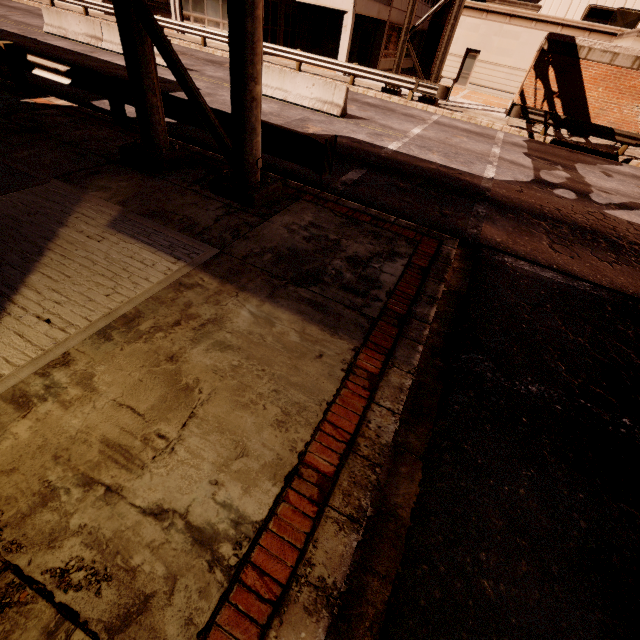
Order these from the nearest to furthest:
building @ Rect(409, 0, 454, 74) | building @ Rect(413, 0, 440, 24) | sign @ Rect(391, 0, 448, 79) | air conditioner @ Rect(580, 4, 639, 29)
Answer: sign @ Rect(391, 0, 448, 79), air conditioner @ Rect(580, 4, 639, 29), building @ Rect(409, 0, 454, 74), building @ Rect(413, 0, 440, 24)

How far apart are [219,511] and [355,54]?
32.72m

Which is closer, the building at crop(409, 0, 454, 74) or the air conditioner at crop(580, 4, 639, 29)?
the air conditioner at crop(580, 4, 639, 29)

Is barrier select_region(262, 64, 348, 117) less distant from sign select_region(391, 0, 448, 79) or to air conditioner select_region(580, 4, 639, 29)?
sign select_region(391, 0, 448, 79)

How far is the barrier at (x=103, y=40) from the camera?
15.0 meters

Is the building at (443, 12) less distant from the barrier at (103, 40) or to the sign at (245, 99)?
the sign at (245, 99)

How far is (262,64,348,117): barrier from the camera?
12.3 meters

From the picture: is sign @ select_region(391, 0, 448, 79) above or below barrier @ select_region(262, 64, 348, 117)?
above
